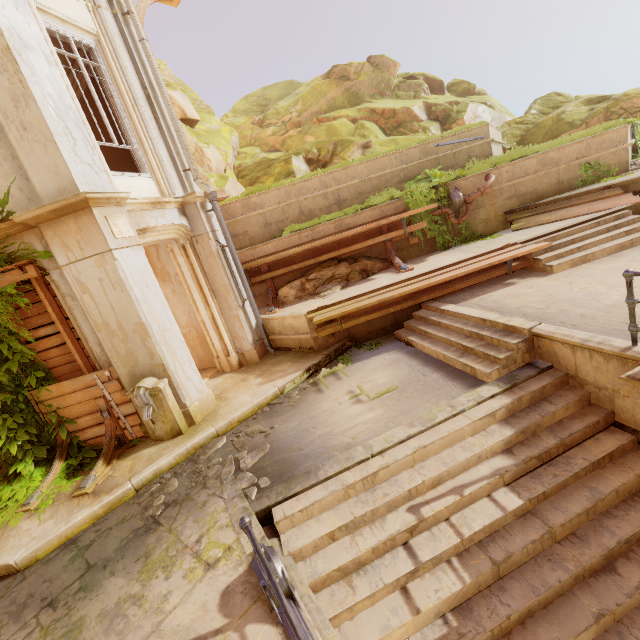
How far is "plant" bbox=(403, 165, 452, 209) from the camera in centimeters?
983cm

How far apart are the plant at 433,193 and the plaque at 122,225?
7.5 meters

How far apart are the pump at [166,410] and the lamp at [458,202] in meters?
9.2 m

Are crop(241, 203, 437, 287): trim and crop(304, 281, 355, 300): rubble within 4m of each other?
yes

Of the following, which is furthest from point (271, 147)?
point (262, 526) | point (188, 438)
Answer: point (262, 526)

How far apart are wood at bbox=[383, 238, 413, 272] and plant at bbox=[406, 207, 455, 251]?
Result: 0.6m

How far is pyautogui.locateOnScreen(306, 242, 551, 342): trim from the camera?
7.25m

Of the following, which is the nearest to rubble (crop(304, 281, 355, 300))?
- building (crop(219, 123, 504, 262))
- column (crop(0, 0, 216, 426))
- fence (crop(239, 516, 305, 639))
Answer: building (crop(219, 123, 504, 262))
